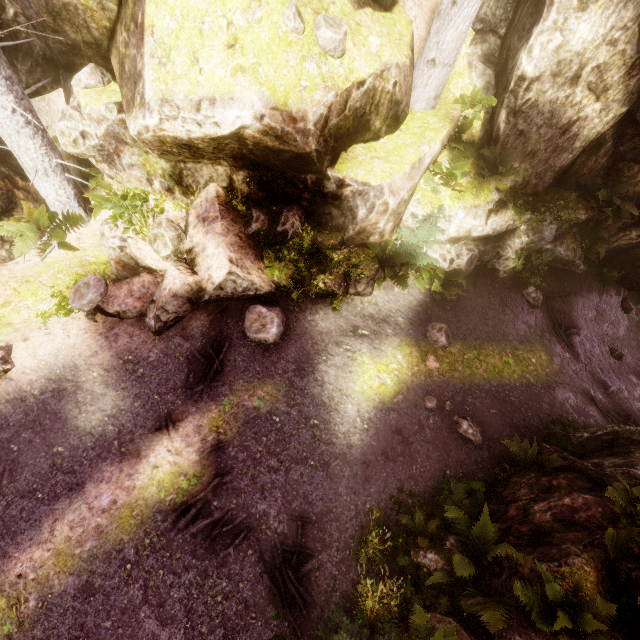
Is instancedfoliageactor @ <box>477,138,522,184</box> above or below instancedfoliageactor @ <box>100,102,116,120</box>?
below

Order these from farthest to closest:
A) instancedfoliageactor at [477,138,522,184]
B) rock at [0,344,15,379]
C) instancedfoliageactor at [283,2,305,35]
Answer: instancedfoliageactor at [477,138,522,184] → rock at [0,344,15,379] → instancedfoliageactor at [283,2,305,35]

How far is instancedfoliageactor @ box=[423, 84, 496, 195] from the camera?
8.52m

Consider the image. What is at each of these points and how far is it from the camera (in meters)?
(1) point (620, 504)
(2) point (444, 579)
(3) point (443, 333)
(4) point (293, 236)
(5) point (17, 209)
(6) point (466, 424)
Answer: (1) instancedfoliageactor, 5.30
(2) instancedfoliageactor, 5.15
(3) instancedfoliageactor, 8.95
(4) instancedfoliageactor, 7.85
(5) rock, 8.12
(6) instancedfoliageactor, 7.90

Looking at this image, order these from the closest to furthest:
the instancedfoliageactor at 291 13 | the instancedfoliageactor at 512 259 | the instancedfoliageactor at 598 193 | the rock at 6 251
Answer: the instancedfoliageactor at 291 13 < the rock at 6 251 < the instancedfoliageactor at 598 193 < the instancedfoliageactor at 512 259

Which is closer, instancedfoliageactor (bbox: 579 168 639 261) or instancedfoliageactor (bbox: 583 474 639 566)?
instancedfoliageactor (bbox: 583 474 639 566)

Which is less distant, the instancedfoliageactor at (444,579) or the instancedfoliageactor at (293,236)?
the instancedfoliageactor at (444,579)

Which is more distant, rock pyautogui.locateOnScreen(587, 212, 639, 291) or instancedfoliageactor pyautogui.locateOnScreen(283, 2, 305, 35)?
rock pyautogui.locateOnScreen(587, 212, 639, 291)
